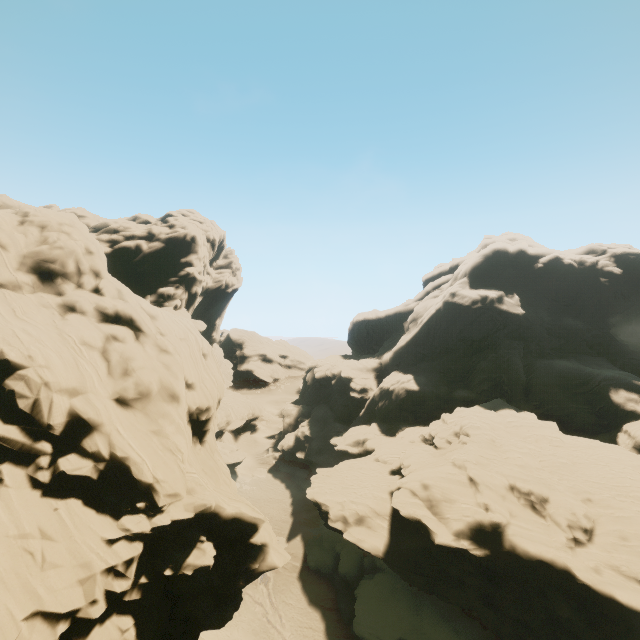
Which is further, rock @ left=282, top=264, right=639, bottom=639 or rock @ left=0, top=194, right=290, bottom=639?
rock @ left=282, top=264, right=639, bottom=639

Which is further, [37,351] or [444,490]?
[444,490]

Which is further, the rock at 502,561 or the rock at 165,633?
the rock at 502,561
